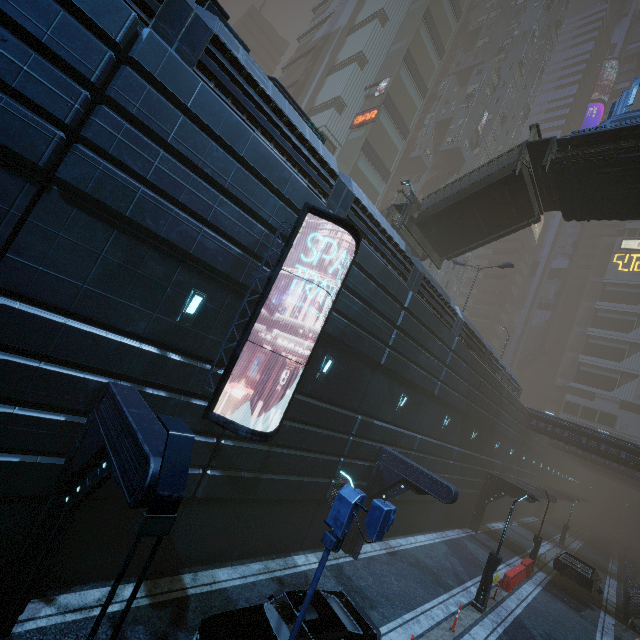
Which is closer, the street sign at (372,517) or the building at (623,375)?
the street sign at (372,517)

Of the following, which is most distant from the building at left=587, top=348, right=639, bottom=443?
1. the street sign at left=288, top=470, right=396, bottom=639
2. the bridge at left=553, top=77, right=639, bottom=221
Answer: the bridge at left=553, top=77, right=639, bottom=221

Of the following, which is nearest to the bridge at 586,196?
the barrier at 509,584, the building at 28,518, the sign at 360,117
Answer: the building at 28,518

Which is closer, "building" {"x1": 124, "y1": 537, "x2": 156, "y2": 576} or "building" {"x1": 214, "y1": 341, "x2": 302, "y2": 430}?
"building" {"x1": 124, "y1": 537, "x2": 156, "y2": 576}

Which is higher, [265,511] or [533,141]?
[533,141]

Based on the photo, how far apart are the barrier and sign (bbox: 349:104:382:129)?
38.01m

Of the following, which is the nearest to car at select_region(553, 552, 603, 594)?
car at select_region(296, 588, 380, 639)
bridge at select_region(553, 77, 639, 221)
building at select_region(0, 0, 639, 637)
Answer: building at select_region(0, 0, 639, 637)

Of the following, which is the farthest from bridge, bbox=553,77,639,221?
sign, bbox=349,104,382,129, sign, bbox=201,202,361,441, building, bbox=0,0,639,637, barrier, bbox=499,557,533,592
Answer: sign, bbox=349,104,382,129
